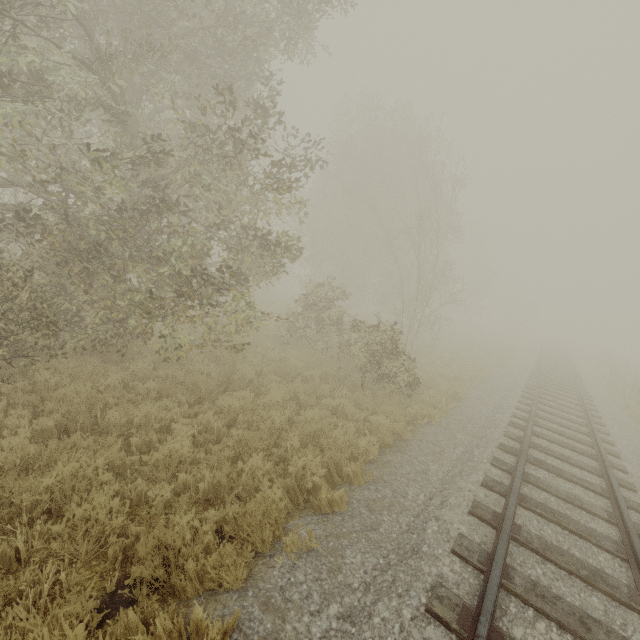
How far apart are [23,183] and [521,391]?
16.6m
